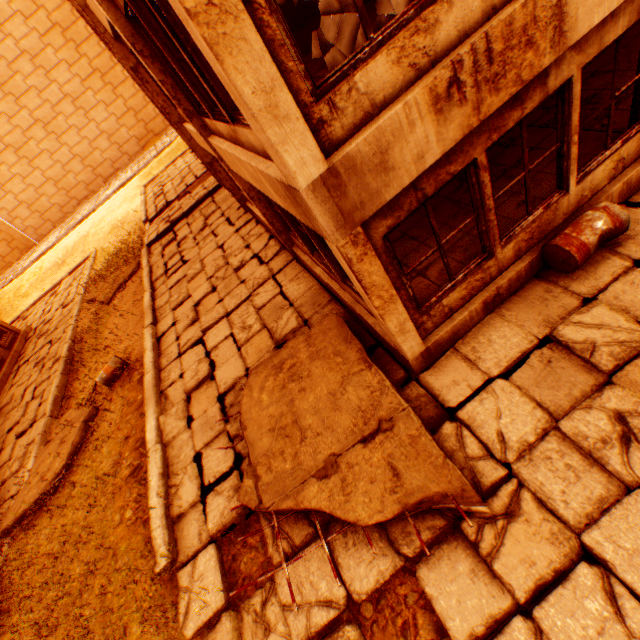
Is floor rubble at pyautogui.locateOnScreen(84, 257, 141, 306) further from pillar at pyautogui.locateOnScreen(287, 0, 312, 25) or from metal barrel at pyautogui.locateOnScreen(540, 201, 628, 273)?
metal barrel at pyautogui.locateOnScreen(540, 201, 628, 273)

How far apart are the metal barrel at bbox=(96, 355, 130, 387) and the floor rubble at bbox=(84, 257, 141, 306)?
6.54m

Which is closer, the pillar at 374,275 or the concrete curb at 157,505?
the pillar at 374,275

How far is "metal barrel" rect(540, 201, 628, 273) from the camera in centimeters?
431cm

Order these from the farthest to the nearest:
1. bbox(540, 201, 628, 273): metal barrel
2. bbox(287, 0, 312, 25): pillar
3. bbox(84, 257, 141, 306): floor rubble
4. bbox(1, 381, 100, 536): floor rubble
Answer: bbox(84, 257, 141, 306): floor rubble → bbox(287, 0, 312, 25): pillar → bbox(1, 381, 100, 536): floor rubble → bbox(540, 201, 628, 273): metal barrel

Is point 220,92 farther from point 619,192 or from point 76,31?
point 76,31

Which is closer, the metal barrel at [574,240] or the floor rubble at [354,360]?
the floor rubble at [354,360]

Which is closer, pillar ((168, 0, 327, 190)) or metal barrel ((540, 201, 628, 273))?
pillar ((168, 0, 327, 190))
